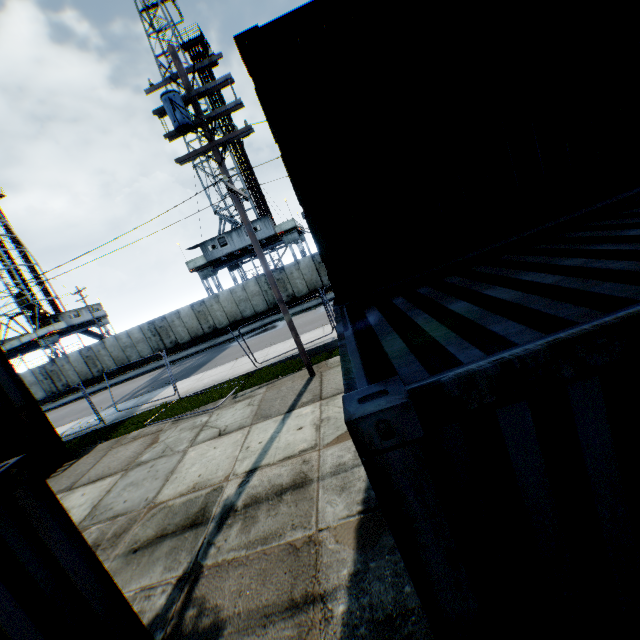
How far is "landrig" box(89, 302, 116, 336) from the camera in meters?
43.4

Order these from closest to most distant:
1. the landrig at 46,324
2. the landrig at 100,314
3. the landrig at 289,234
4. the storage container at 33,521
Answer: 1. the storage container at 33,521
2. the landrig at 289,234
3. the landrig at 46,324
4. the landrig at 100,314

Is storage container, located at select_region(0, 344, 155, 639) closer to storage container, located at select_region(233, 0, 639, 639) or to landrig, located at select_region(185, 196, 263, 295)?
storage container, located at select_region(233, 0, 639, 639)

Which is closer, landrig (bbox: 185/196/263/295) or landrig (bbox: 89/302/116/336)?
landrig (bbox: 185/196/263/295)

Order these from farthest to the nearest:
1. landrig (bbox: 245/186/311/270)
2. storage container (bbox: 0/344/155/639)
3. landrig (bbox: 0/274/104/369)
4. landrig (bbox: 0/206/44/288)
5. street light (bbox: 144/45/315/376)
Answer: landrig (bbox: 0/206/44/288), landrig (bbox: 0/274/104/369), landrig (bbox: 245/186/311/270), street light (bbox: 144/45/315/376), storage container (bbox: 0/344/155/639)

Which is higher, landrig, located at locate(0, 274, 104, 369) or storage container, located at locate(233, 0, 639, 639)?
landrig, located at locate(0, 274, 104, 369)

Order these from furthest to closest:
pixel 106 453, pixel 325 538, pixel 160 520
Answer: pixel 106 453 → pixel 160 520 → pixel 325 538

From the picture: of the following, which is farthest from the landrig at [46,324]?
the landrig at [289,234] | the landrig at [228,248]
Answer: the landrig at [289,234]
